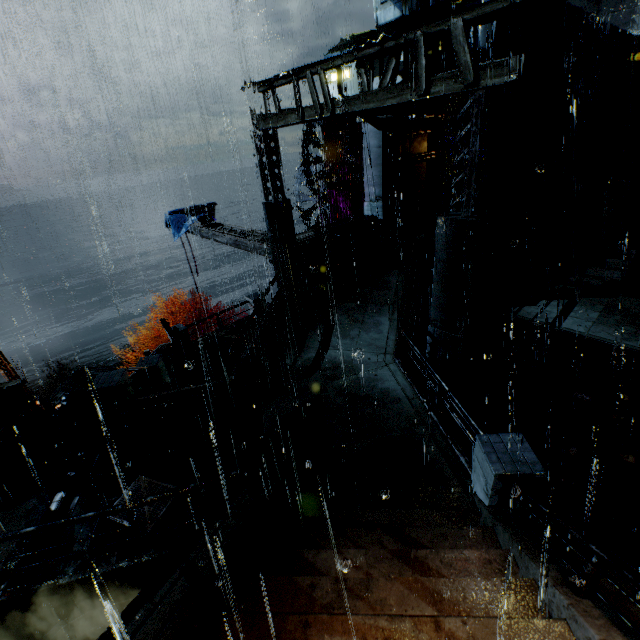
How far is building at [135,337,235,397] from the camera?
13.45m

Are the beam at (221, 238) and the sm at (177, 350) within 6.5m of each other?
yes

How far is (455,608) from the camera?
4.20m

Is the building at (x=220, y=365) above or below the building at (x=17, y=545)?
below

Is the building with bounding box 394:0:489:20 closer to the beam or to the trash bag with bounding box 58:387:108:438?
the beam

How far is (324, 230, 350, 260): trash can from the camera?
14.8m

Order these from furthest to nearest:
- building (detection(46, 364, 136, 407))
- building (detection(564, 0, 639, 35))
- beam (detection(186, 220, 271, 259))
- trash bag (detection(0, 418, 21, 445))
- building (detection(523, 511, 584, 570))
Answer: building (detection(46, 364, 136, 407)) < building (detection(564, 0, 639, 35)) < beam (detection(186, 220, 271, 259)) < trash bag (detection(0, 418, 21, 445)) < building (detection(523, 511, 584, 570))

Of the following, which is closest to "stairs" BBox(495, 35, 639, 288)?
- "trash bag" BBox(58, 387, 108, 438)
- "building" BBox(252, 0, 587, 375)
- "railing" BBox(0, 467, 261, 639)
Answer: "building" BBox(252, 0, 587, 375)
